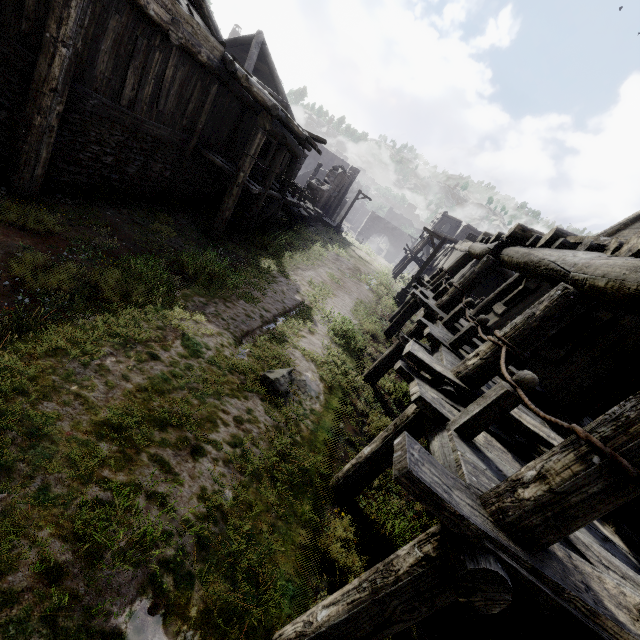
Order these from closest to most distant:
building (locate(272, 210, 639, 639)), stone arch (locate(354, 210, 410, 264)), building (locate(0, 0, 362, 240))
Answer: building (locate(272, 210, 639, 639)) < building (locate(0, 0, 362, 240)) < stone arch (locate(354, 210, 410, 264))

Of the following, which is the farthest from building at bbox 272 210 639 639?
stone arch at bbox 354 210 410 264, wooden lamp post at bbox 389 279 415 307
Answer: wooden lamp post at bbox 389 279 415 307

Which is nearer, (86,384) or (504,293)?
(86,384)

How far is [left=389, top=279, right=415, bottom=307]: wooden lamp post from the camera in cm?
1853

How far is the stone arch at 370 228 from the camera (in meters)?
50.44

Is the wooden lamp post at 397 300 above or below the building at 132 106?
below

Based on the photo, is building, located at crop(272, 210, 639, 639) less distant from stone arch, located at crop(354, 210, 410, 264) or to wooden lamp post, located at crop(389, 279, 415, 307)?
stone arch, located at crop(354, 210, 410, 264)
